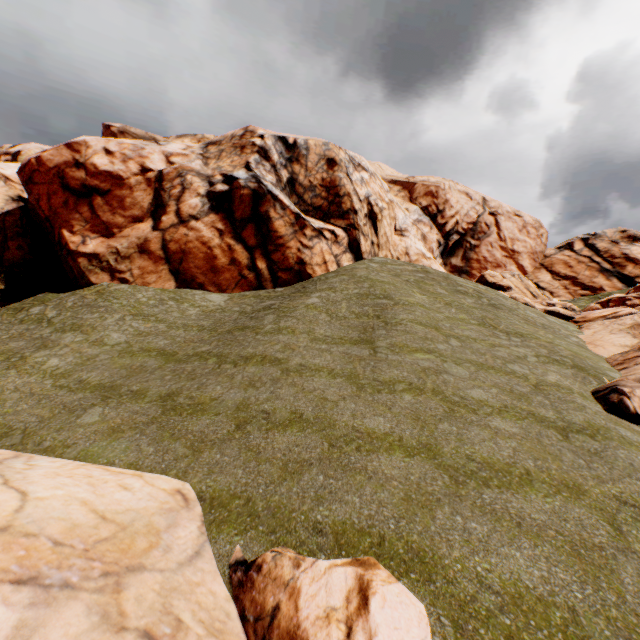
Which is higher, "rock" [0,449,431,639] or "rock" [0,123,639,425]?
"rock" [0,123,639,425]

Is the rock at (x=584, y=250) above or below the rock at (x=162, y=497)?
above

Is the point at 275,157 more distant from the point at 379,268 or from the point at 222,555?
the point at 222,555

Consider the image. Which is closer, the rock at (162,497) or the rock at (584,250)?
the rock at (162,497)

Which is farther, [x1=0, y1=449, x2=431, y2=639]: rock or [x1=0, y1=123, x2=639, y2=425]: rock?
[x1=0, y1=123, x2=639, y2=425]: rock
